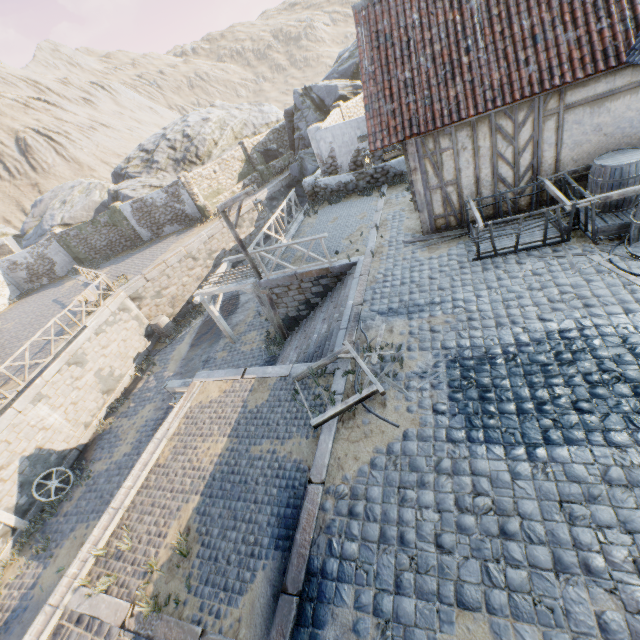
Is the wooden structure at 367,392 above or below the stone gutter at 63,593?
above

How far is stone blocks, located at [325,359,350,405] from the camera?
6.4 meters

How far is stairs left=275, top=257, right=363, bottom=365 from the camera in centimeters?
834cm

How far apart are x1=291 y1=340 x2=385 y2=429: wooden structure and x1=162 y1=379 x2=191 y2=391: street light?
3.34m

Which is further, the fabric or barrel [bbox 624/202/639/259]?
the fabric

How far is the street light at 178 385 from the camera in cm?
931

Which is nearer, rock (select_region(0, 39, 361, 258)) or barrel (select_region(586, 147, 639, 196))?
barrel (select_region(586, 147, 639, 196))

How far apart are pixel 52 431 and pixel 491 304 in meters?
16.3 m
